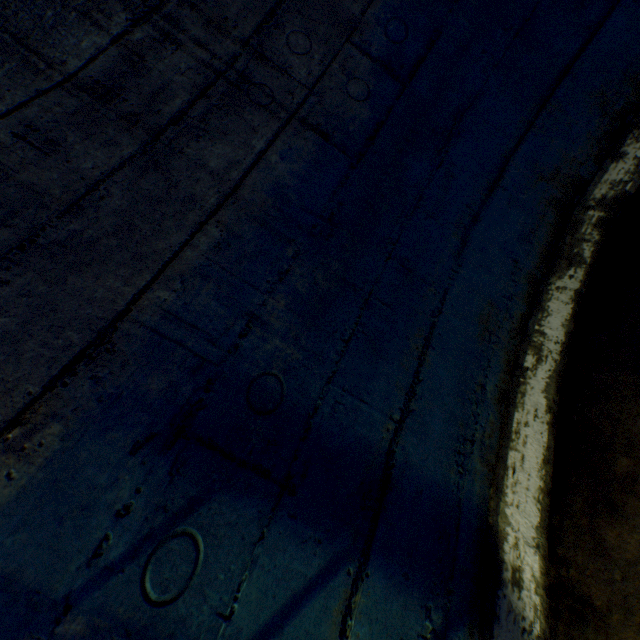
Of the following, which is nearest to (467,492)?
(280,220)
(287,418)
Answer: (287,418)
